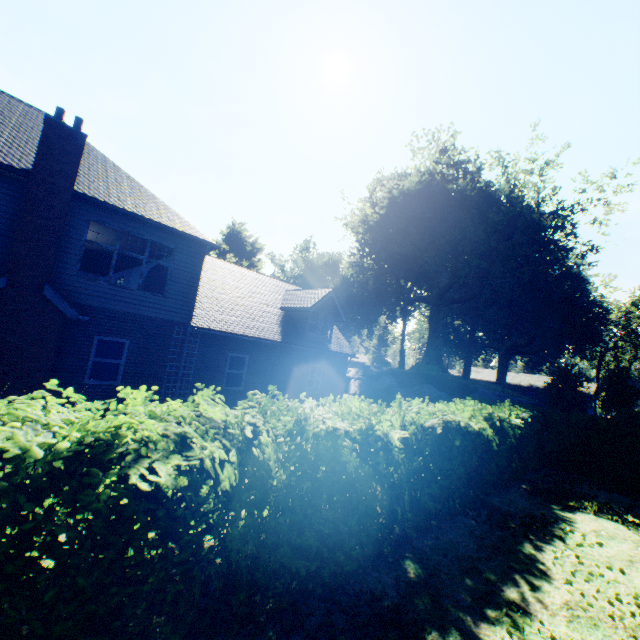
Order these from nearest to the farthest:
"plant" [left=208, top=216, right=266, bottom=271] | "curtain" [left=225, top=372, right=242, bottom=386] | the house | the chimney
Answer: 1. the chimney
2. "curtain" [left=225, top=372, right=242, bottom=386]
3. "plant" [left=208, top=216, right=266, bottom=271]
4. the house

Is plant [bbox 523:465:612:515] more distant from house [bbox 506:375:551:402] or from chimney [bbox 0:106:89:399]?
chimney [bbox 0:106:89:399]

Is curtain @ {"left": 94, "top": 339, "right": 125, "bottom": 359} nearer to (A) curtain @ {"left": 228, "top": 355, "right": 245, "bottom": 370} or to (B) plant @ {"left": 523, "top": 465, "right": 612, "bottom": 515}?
(A) curtain @ {"left": 228, "top": 355, "right": 245, "bottom": 370}

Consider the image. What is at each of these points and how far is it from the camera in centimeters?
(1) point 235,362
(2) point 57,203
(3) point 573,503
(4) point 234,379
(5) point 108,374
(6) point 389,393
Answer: (1) curtain, 1464cm
(2) chimney, 946cm
(3) plant, 927cm
(4) curtain, 1463cm
(5) curtain, 1121cm
(6) rock, 2920cm

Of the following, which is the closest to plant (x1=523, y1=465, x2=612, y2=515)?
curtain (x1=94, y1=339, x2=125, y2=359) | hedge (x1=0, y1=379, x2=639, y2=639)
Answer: hedge (x1=0, y1=379, x2=639, y2=639)

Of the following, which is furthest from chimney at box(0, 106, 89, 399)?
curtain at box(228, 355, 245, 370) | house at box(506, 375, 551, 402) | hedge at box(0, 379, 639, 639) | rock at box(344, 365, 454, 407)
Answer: house at box(506, 375, 551, 402)

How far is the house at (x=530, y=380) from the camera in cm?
5431

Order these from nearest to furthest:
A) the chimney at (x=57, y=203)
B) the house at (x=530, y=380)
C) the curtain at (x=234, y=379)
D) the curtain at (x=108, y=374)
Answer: the chimney at (x=57, y=203) < the curtain at (x=108, y=374) < the curtain at (x=234, y=379) < the house at (x=530, y=380)
